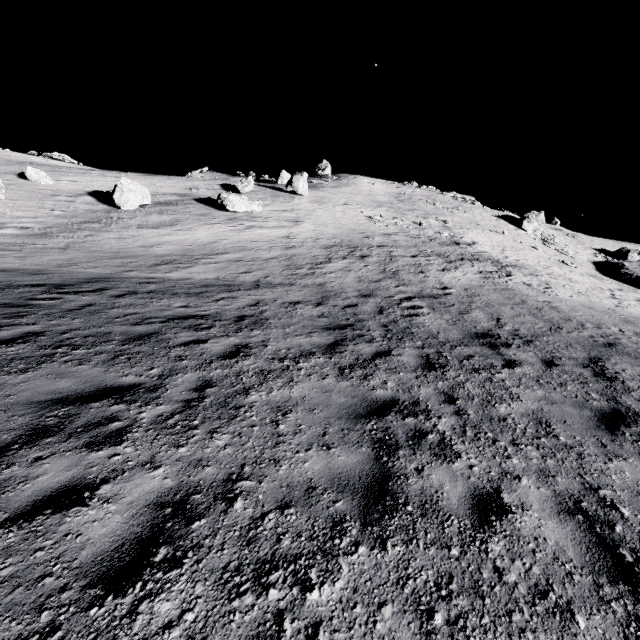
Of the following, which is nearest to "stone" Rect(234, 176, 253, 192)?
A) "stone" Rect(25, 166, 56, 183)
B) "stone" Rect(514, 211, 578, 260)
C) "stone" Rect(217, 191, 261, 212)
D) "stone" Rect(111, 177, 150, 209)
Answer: "stone" Rect(217, 191, 261, 212)

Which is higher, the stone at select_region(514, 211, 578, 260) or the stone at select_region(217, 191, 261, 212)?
the stone at select_region(514, 211, 578, 260)

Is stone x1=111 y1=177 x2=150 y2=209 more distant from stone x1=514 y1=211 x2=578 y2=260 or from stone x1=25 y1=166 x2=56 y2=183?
stone x1=514 y1=211 x2=578 y2=260

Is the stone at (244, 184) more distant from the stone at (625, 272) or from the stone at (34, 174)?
the stone at (625, 272)

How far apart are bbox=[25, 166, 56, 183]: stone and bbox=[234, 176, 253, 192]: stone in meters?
15.0

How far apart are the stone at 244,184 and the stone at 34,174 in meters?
15.0 m

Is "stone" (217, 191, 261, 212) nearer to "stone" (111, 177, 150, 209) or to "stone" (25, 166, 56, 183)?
"stone" (111, 177, 150, 209)

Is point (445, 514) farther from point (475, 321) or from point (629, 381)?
point (475, 321)
